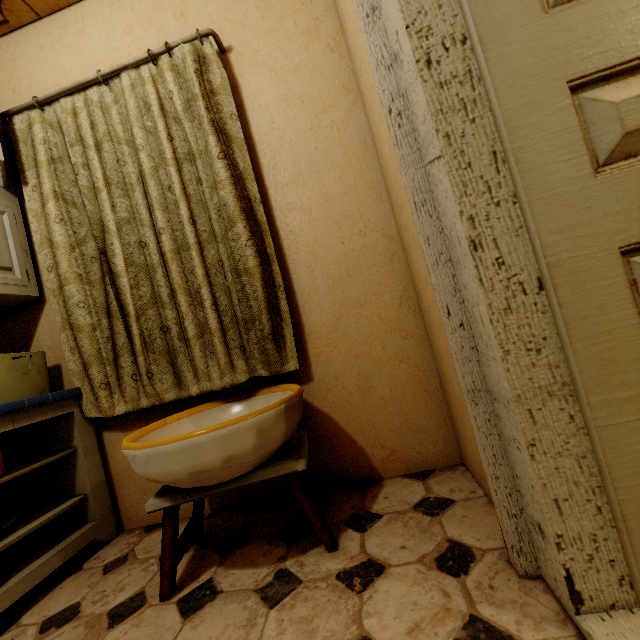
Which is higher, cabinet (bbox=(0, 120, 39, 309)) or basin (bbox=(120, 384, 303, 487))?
cabinet (bbox=(0, 120, 39, 309))

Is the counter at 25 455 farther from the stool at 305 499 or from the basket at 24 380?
the stool at 305 499

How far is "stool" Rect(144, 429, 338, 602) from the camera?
1.1 meters

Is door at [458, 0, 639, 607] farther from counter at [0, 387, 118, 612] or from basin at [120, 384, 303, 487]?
counter at [0, 387, 118, 612]

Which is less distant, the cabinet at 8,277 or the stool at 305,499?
the stool at 305,499

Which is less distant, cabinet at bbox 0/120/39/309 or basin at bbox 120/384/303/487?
basin at bbox 120/384/303/487

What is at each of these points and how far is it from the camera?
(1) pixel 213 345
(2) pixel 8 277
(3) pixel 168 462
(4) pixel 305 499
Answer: (1) curtain, 1.6m
(2) cabinet, 1.6m
(3) basin, 1.0m
(4) stool, 1.1m

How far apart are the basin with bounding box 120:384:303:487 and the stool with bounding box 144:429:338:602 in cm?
3
